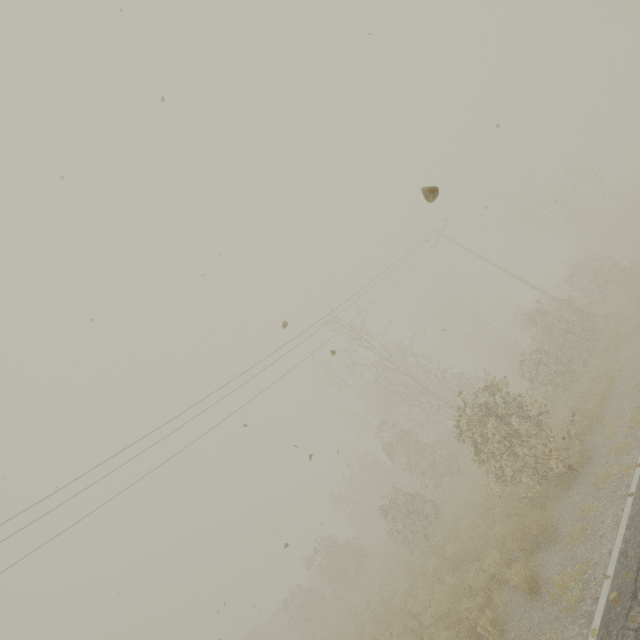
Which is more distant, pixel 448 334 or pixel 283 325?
pixel 448 334

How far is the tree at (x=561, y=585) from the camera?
5.5 meters

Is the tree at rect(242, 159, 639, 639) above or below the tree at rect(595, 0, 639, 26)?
below

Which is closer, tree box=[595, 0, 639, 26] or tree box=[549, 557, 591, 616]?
tree box=[549, 557, 591, 616]

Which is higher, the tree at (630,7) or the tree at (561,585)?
the tree at (630,7)

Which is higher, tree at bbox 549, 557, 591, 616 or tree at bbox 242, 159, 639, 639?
tree at bbox 242, 159, 639, 639

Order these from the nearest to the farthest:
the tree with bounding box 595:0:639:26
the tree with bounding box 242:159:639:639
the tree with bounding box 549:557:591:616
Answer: the tree with bounding box 549:557:591:616 → the tree with bounding box 242:159:639:639 → the tree with bounding box 595:0:639:26
